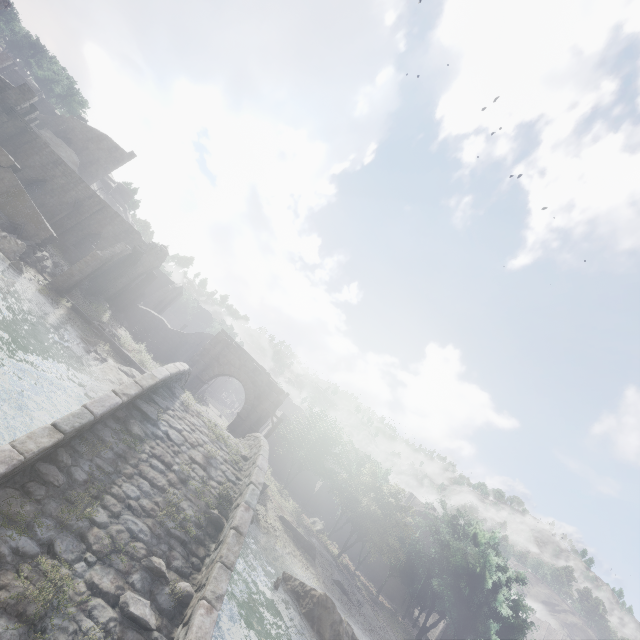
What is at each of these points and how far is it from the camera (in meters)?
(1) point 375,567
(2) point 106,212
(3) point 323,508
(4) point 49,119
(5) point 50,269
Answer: (1) building, 42.31
(2) building, 34.53
(3) building, 45.78
(4) building, 57.19
(5) rubble, 23.72

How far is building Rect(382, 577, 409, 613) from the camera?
42.25m

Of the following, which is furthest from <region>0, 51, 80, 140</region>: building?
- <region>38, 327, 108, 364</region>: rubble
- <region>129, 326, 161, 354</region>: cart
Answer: <region>38, 327, 108, 364</region>: rubble

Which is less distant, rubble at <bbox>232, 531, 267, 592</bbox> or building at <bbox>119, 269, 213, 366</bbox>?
rubble at <bbox>232, 531, 267, 592</bbox>

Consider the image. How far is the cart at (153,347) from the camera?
30.20m

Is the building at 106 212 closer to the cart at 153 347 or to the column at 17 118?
the column at 17 118

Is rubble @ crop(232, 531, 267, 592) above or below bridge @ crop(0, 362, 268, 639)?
below

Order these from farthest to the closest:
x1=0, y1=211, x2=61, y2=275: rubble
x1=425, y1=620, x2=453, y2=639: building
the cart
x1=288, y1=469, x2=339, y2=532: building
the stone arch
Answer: x1=425, y1=620, x2=453, y2=639: building < x1=288, y1=469, x2=339, y2=532: building < the cart < the stone arch < x1=0, y1=211, x2=61, y2=275: rubble
